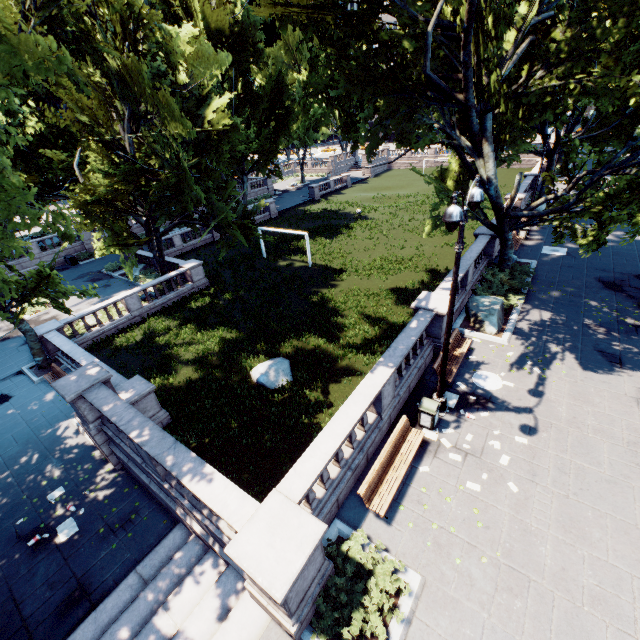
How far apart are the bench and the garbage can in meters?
0.5

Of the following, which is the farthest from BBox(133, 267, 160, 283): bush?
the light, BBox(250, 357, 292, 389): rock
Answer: the light

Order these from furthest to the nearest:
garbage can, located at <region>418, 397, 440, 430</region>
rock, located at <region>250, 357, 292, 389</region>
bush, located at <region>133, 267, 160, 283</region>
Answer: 1. bush, located at <region>133, 267, 160, 283</region>
2. rock, located at <region>250, 357, 292, 389</region>
3. garbage can, located at <region>418, 397, 440, 430</region>

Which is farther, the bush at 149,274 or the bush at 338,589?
the bush at 149,274

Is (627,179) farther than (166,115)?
No

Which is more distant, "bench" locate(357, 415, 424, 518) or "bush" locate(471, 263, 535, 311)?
"bush" locate(471, 263, 535, 311)

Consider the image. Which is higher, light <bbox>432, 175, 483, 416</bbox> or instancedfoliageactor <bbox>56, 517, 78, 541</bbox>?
light <bbox>432, 175, 483, 416</bbox>

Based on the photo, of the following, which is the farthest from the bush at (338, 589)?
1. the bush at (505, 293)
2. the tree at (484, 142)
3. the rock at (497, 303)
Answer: the bush at (505, 293)
